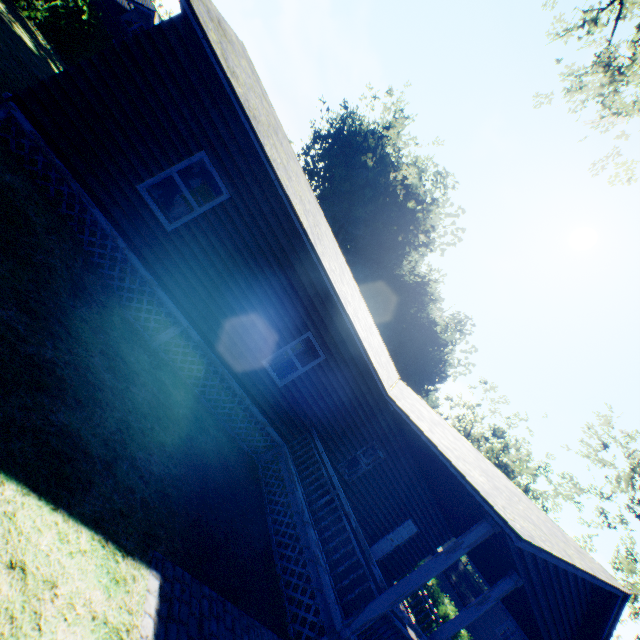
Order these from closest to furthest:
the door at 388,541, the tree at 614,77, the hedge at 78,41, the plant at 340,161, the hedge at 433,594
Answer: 1. the tree at 614,77
2. the hedge at 78,41
3. the door at 388,541
4. the hedge at 433,594
5. the plant at 340,161

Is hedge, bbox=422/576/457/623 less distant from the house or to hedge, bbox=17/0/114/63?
hedge, bbox=17/0/114/63

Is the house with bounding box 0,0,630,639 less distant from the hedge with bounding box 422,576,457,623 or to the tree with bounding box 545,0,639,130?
the hedge with bounding box 422,576,457,623

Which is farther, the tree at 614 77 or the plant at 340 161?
the plant at 340 161

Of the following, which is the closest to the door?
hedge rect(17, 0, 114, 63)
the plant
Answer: hedge rect(17, 0, 114, 63)

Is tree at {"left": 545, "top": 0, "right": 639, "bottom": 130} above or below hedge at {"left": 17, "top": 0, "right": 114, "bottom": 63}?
above

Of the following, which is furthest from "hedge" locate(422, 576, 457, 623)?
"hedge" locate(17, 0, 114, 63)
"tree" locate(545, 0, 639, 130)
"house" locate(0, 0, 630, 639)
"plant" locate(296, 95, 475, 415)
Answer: "tree" locate(545, 0, 639, 130)

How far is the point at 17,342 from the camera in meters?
4.2
